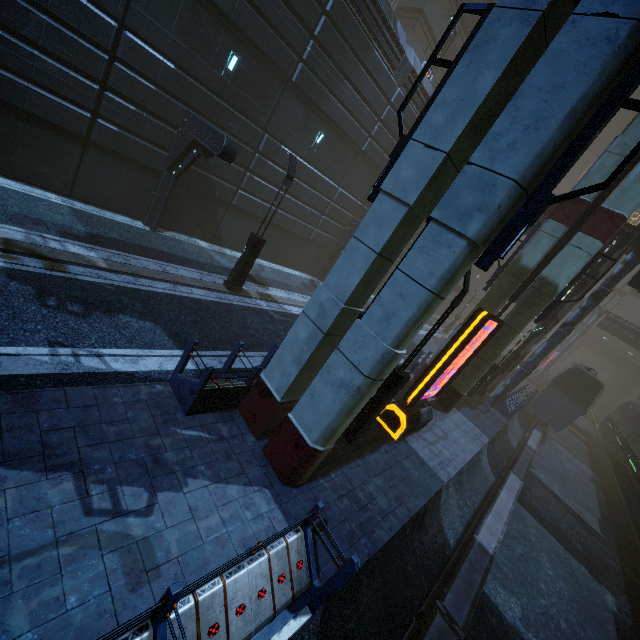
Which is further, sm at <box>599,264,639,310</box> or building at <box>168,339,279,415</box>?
sm at <box>599,264,639,310</box>

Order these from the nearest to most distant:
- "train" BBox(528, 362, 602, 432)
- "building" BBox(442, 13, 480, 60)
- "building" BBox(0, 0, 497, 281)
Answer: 1. "building" BBox(0, 0, 497, 281)
2. "train" BBox(528, 362, 602, 432)
3. "building" BBox(442, 13, 480, 60)

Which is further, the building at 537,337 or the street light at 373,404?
the building at 537,337

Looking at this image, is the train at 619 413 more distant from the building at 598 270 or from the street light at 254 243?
the street light at 254 243

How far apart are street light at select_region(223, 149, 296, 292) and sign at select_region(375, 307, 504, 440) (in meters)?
7.47

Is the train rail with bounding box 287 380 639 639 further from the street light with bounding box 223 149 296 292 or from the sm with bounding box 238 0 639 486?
the street light with bounding box 223 149 296 292

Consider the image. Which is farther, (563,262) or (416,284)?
(563,262)

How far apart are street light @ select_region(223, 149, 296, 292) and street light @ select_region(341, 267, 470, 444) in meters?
6.7 m
